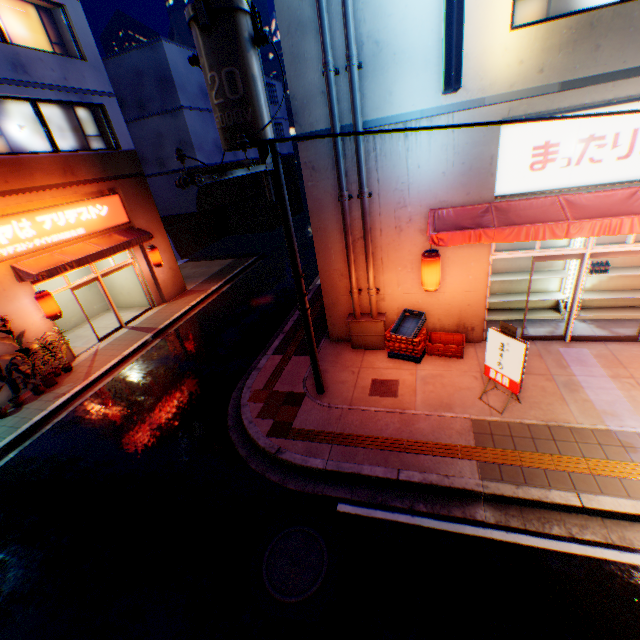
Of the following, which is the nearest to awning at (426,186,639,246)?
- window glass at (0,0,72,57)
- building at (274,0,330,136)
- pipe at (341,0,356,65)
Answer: building at (274,0,330,136)

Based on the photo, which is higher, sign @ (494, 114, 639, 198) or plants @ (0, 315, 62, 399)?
sign @ (494, 114, 639, 198)

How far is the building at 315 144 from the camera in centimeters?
775cm

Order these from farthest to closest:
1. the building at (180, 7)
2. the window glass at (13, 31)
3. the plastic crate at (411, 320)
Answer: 1. the building at (180, 7)
2. the window glass at (13, 31)
3. the plastic crate at (411, 320)

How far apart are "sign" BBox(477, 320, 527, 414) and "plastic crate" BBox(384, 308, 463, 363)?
1.3 meters

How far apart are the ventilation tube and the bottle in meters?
5.5

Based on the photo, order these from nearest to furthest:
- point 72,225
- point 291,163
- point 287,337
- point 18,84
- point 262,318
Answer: point 18,84 < point 287,337 < point 72,225 < point 262,318 < point 291,163

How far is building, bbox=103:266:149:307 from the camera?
15.17m
